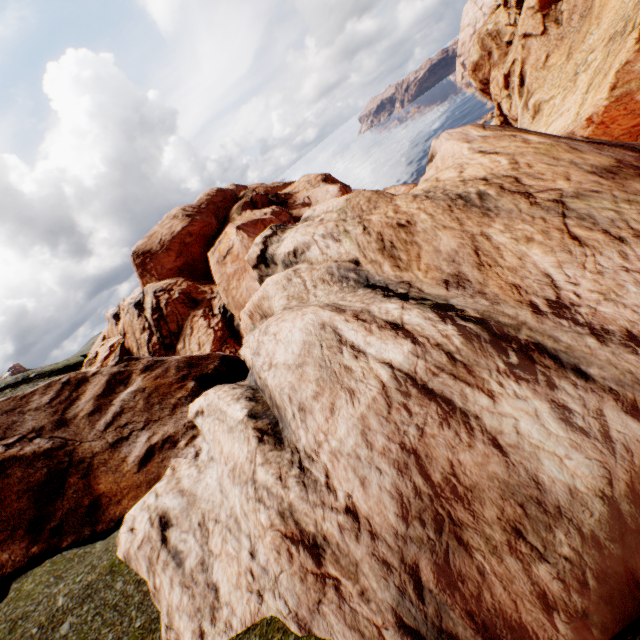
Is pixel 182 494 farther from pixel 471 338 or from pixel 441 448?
pixel 471 338
